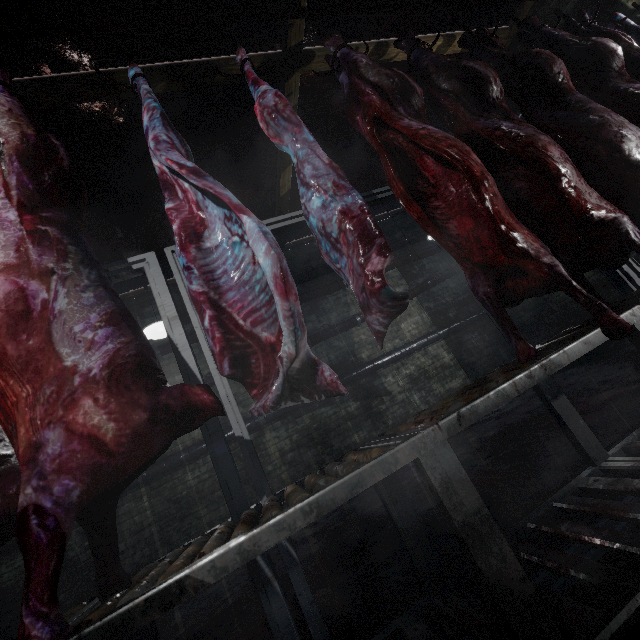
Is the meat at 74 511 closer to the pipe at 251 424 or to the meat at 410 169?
the meat at 410 169

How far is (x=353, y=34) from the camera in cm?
337

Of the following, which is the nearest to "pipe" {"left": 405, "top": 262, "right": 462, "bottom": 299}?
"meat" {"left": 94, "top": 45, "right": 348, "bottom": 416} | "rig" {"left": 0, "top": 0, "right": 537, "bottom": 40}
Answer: "rig" {"left": 0, "top": 0, "right": 537, "bottom": 40}

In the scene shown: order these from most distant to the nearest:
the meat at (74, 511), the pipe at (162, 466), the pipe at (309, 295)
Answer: the pipe at (309, 295)
the pipe at (162, 466)
the meat at (74, 511)

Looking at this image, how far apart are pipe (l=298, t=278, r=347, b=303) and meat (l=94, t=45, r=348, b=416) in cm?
381

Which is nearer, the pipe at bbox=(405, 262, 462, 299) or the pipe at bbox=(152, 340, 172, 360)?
the pipe at bbox=(152, 340, 172, 360)

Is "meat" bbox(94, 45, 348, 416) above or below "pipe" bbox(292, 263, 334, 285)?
below

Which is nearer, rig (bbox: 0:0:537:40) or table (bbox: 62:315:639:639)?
table (bbox: 62:315:639:639)
